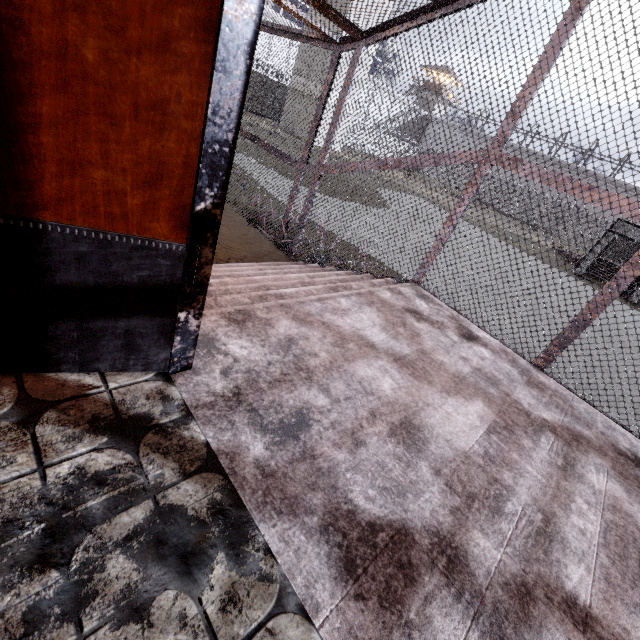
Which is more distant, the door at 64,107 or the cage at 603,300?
the cage at 603,300

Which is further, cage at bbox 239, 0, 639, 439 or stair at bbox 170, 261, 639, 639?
cage at bbox 239, 0, 639, 439

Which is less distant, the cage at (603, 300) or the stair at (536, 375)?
the stair at (536, 375)

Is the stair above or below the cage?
below

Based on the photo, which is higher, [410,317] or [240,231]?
[410,317]

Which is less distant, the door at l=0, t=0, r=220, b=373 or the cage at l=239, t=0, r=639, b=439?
the door at l=0, t=0, r=220, b=373

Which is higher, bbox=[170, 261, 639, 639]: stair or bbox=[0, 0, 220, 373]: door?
bbox=[0, 0, 220, 373]: door
